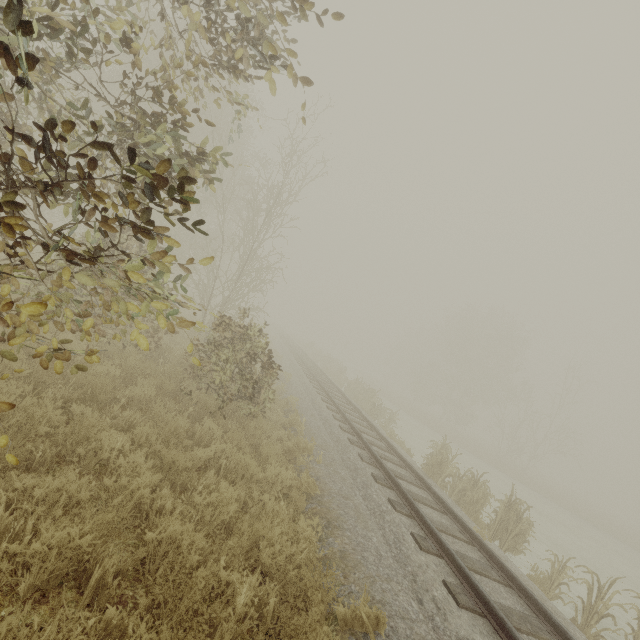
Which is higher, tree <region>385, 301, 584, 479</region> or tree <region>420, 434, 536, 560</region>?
tree <region>385, 301, 584, 479</region>

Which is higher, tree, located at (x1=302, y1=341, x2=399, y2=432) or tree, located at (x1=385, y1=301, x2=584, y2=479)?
tree, located at (x1=385, y1=301, x2=584, y2=479)

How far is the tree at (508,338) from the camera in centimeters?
3391cm

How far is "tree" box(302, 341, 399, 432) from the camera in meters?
18.0 m

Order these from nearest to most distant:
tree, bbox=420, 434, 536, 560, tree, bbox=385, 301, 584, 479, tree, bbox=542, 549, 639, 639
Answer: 1. tree, bbox=542, 549, 639, 639
2. tree, bbox=420, 434, 536, 560
3. tree, bbox=385, 301, 584, 479

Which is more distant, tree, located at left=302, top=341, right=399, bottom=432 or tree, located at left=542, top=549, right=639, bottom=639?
tree, located at left=302, top=341, right=399, bottom=432

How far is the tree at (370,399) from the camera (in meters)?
17.97

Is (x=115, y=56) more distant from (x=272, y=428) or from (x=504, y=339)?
(x=504, y=339)
